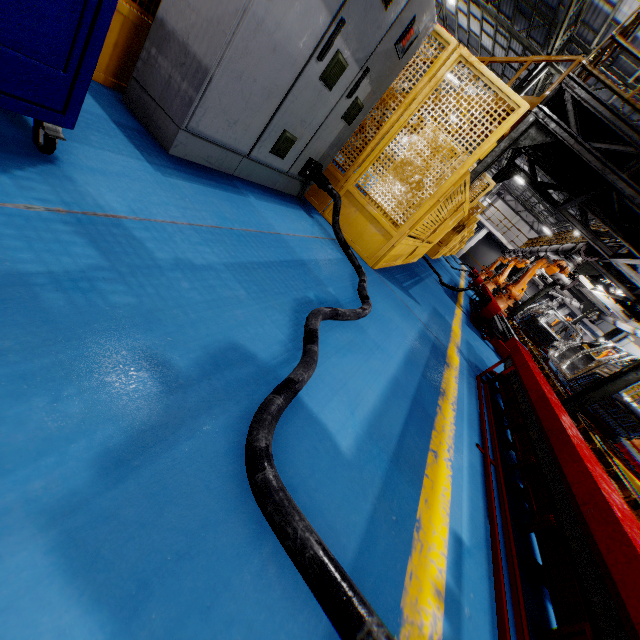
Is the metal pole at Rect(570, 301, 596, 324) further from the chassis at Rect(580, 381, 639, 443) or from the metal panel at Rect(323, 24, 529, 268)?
the metal panel at Rect(323, 24, 529, 268)

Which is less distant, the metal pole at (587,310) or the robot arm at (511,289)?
the robot arm at (511,289)

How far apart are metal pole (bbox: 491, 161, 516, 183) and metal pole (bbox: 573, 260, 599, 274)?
3.9m

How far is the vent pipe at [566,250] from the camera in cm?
1043

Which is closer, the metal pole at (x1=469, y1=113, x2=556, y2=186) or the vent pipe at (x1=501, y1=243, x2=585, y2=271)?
the metal pole at (x1=469, y1=113, x2=556, y2=186)

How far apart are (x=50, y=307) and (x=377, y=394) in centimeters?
162cm

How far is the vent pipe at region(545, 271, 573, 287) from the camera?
10.61m

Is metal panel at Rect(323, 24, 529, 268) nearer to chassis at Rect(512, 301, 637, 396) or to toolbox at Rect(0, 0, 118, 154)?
toolbox at Rect(0, 0, 118, 154)
